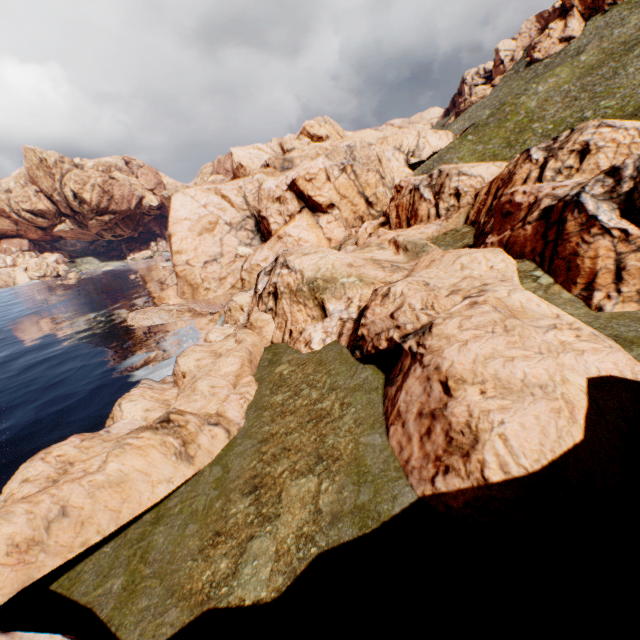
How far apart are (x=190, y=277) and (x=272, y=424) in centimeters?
4892cm

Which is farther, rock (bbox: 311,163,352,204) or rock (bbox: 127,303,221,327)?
rock (bbox: 311,163,352,204)

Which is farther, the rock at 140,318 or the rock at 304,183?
the rock at 304,183

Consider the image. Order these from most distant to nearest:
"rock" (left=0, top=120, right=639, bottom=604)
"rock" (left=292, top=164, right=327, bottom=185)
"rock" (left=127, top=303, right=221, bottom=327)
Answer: "rock" (left=292, top=164, right=327, bottom=185), "rock" (left=127, top=303, right=221, bottom=327), "rock" (left=0, top=120, right=639, bottom=604)

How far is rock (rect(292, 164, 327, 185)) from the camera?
59.3 meters
